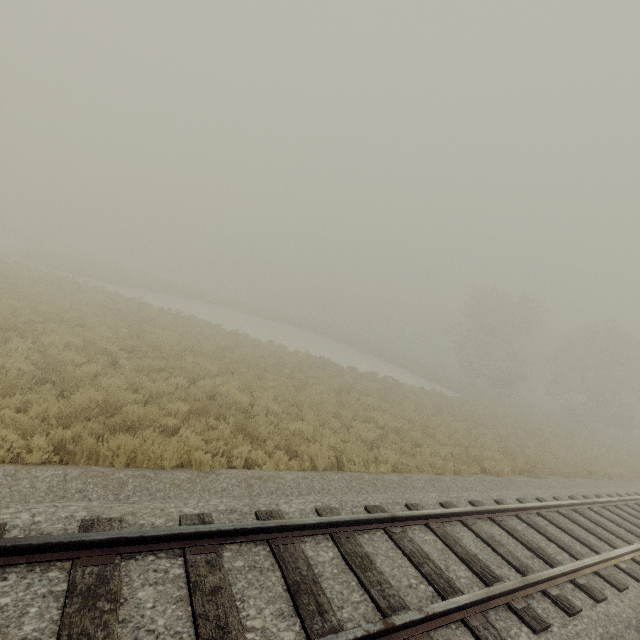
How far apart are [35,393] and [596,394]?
46.9 meters
